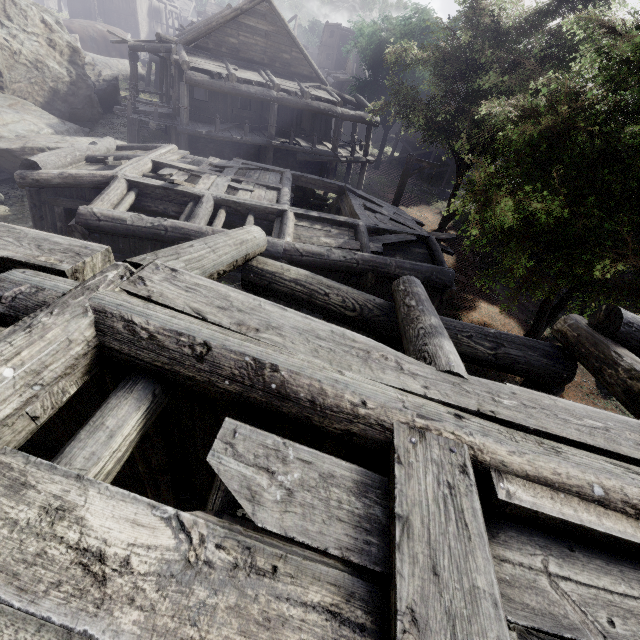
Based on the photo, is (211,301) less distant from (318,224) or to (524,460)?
(524,460)

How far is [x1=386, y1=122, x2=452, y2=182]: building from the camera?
30.94m

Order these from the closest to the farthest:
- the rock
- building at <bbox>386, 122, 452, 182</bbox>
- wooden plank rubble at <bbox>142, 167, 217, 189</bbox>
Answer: wooden plank rubble at <bbox>142, 167, 217, 189</bbox>
the rock
building at <bbox>386, 122, 452, 182</bbox>

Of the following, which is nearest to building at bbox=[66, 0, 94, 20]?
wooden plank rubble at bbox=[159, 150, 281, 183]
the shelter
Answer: wooden plank rubble at bbox=[159, 150, 281, 183]

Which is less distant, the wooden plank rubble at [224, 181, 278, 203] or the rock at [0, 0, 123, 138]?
the wooden plank rubble at [224, 181, 278, 203]

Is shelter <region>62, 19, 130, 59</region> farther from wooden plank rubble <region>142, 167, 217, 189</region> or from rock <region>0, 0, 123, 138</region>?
wooden plank rubble <region>142, 167, 217, 189</region>

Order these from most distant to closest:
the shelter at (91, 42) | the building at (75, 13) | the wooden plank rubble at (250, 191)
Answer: the building at (75, 13) < the shelter at (91, 42) < the wooden plank rubble at (250, 191)

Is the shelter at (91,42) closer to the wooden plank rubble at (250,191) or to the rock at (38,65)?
the rock at (38,65)
